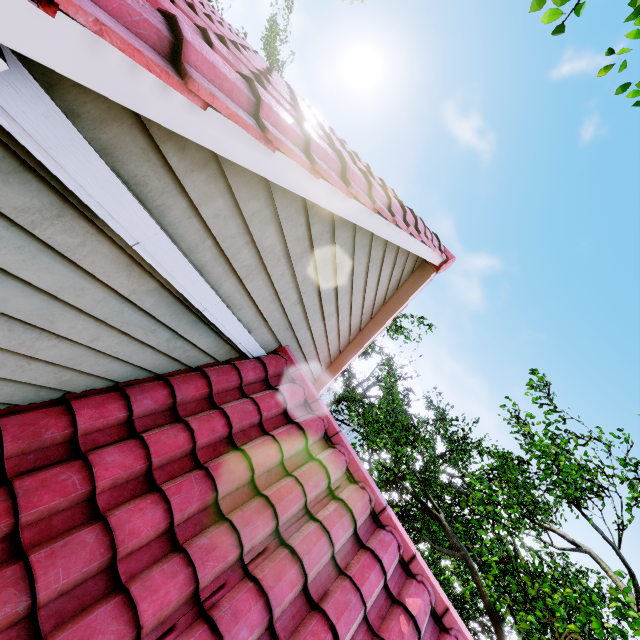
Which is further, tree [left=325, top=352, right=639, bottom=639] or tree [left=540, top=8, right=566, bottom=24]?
tree [left=325, top=352, right=639, bottom=639]

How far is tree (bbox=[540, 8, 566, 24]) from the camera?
3.6m

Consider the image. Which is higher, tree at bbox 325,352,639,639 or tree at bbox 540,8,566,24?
tree at bbox 540,8,566,24

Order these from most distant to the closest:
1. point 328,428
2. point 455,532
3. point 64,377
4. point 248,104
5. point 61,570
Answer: point 455,532 → point 328,428 → point 64,377 → point 61,570 → point 248,104

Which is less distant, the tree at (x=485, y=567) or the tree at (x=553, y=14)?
the tree at (x=553, y=14)

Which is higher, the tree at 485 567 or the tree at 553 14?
the tree at 553 14
